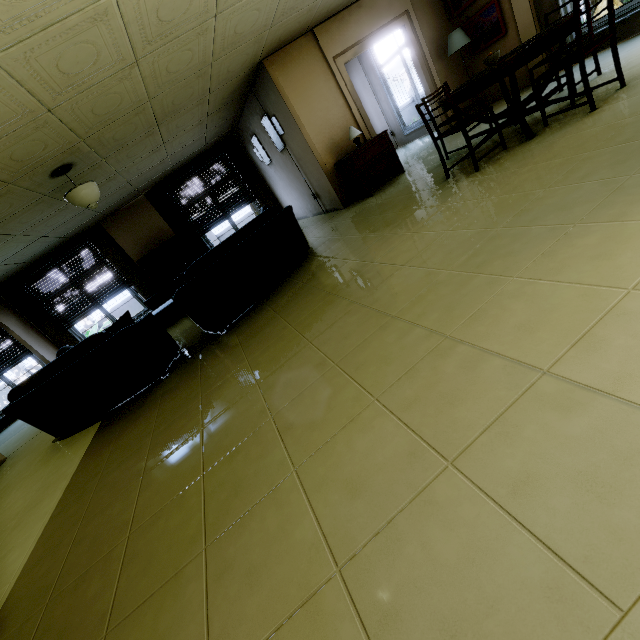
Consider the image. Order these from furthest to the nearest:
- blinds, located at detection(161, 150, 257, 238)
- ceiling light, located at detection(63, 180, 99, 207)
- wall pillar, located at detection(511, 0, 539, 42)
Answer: blinds, located at detection(161, 150, 257, 238) → wall pillar, located at detection(511, 0, 539, 42) → ceiling light, located at detection(63, 180, 99, 207)

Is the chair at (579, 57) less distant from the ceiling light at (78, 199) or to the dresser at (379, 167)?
the dresser at (379, 167)

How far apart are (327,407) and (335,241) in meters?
3.3 m

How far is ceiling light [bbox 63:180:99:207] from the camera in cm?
439

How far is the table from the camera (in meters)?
3.01

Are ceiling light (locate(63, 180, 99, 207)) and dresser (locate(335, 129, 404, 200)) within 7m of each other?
yes

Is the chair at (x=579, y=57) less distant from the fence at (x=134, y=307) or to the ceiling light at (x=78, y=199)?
the ceiling light at (x=78, y=199)

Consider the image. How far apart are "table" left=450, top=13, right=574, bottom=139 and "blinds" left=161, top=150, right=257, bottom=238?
6.4 meters
